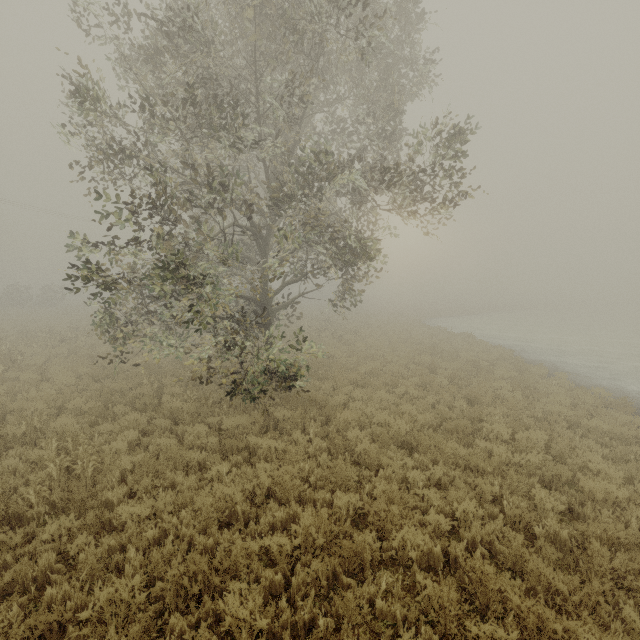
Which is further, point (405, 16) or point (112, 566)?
point (405, 16)
